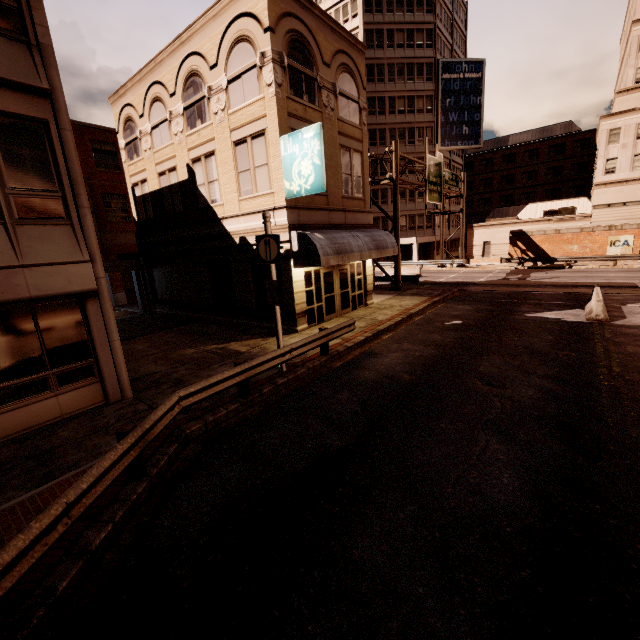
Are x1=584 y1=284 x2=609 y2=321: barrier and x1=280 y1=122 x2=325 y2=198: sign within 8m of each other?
no

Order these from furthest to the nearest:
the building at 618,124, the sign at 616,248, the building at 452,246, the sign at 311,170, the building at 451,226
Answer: the building at 452,246 → the building at 451,226 → the building at 618,124 → the sign at 616,248 → the sign at 311,170

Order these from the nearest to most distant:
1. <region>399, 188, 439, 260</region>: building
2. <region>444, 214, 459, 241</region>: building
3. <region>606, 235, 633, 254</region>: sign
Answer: <region>606, 235, 633, 254</region>: sign < <region>399, 188, 439, 260</region>: building < <region>444, 214, 459, 241</region>: building

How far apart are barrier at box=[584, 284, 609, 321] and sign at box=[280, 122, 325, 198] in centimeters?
1173cm

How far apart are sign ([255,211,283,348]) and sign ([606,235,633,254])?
35.9m

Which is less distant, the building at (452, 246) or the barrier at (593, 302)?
the barrier at (593, 302)

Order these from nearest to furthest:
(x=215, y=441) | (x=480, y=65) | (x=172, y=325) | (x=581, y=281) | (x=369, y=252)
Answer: (x=215, y=441), (x=369, y=252), (x=172, y=325), (x=581, y=281), (x=480, y=65)

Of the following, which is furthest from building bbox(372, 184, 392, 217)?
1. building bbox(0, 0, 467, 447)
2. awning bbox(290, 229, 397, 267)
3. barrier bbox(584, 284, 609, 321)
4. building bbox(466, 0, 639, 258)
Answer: barrier bbox(584, 284, 609, 321)
